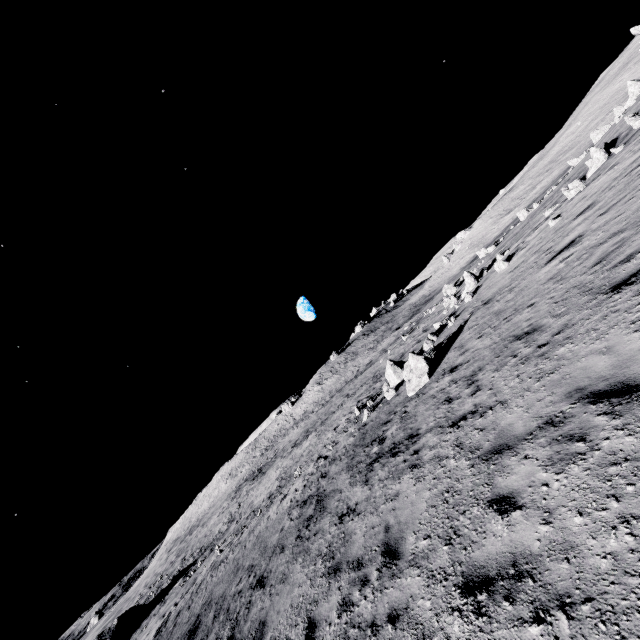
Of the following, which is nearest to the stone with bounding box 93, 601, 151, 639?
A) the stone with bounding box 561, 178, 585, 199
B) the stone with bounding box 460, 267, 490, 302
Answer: the stone with bounding box 460, 267, 490, 302

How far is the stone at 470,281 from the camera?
20.9 meters

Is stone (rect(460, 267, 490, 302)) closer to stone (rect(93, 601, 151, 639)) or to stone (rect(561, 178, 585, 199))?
stone (rect(561, 178, 585, 199))

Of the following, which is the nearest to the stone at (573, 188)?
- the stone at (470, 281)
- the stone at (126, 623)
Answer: the stone at (470, 281)

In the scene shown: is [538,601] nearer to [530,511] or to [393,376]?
[530,511]

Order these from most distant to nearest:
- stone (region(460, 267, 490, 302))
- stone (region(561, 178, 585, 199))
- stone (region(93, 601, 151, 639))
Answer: stone (region(93, 601, 151, 639)), stone (region(460, 267, 490, 302)), stone (region(561, 178, 585, 199))

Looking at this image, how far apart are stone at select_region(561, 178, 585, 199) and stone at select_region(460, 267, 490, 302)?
7.3m

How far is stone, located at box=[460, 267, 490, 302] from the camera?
20.9m
